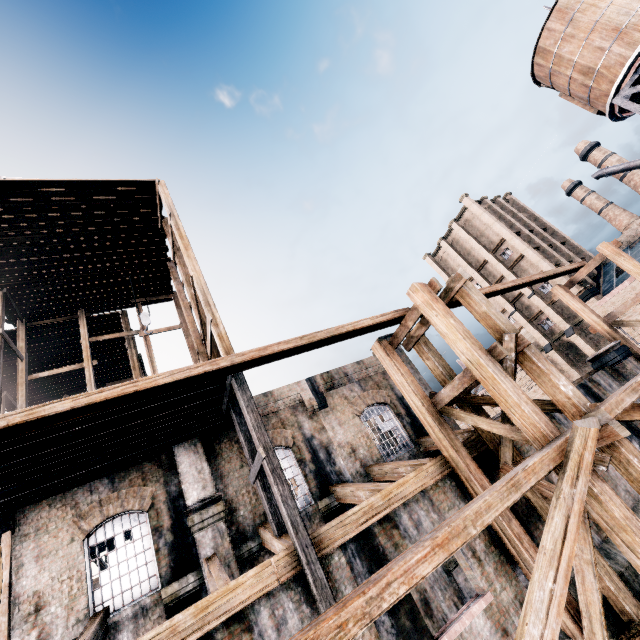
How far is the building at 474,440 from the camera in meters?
11.3

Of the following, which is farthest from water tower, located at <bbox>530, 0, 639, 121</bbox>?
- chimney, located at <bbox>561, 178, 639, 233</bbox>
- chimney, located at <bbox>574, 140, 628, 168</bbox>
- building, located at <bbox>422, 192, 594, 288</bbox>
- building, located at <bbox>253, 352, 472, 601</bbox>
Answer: chimney, located at <bbox>561, 178, 639, 233</bbox>

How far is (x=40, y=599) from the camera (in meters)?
9.95

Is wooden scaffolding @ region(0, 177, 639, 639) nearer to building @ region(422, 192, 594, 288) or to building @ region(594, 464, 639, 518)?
building @ region(594, 464, 639, 518)

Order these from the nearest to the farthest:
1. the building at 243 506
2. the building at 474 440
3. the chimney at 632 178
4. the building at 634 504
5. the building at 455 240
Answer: the building at 243 506 → the building at 474 440 → the building at 634 504 → the building at 455 240 → the chimney at 632 178

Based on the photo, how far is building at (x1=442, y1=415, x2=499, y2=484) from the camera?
11.3m

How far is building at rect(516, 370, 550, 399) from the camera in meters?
41.6

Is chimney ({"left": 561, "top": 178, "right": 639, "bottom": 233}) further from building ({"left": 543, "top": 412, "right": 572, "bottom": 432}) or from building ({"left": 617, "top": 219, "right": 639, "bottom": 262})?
building ({"left": 543, "top": 412, "right": 572, "bottom": 432})
